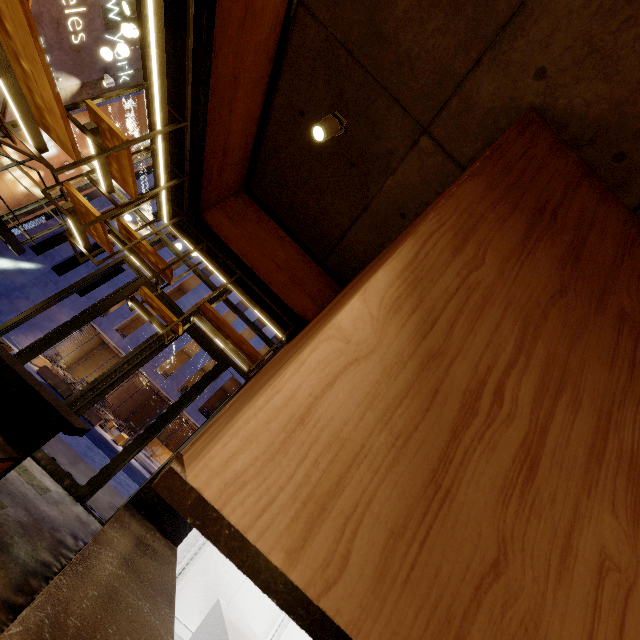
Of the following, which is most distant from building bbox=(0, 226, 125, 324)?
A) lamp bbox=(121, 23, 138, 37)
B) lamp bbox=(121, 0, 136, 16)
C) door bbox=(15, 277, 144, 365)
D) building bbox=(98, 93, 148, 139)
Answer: lamp bbox=(121, 0, 136, 16)

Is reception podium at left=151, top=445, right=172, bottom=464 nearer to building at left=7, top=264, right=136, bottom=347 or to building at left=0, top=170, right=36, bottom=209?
building at left=7, top=264, right=136, bottom=347

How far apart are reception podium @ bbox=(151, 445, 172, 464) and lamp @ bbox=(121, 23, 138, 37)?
25.44m

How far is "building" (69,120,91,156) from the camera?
8.53m

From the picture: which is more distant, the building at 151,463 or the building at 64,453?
the building at 151,463

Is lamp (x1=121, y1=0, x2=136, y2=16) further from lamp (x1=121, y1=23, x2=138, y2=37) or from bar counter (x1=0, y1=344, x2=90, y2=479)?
bar counter (x1=0, y1=344, x2=90, y2=479)

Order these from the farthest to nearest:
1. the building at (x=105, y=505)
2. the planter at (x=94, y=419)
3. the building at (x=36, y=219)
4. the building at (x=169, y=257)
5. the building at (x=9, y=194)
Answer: the building at (x=169, y=257), the planter at (x=94, y=419), the building at (x=36, y=219), the building at (x=9, y=194), the building at (x=105, y=505)

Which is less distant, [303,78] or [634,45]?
[634,45]
